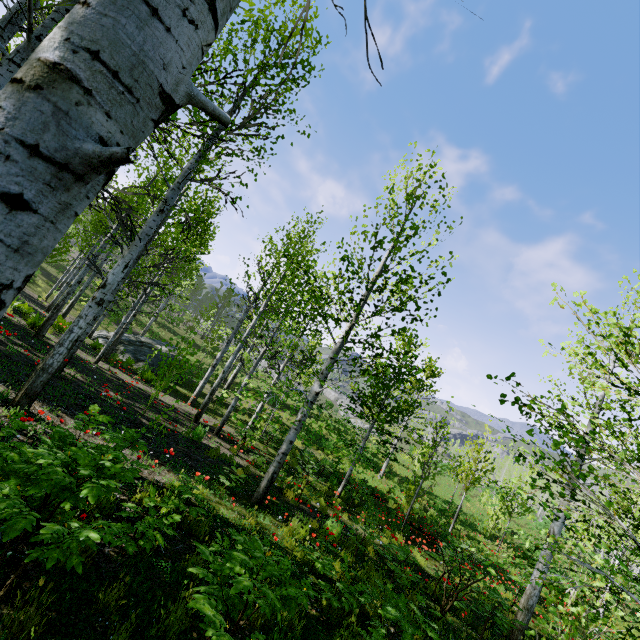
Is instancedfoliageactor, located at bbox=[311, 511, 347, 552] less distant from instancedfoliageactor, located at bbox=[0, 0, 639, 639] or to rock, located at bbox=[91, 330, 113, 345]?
instancedfoliageactor, located at bbox=[0, 0, 639, 639]

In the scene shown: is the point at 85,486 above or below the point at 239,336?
below

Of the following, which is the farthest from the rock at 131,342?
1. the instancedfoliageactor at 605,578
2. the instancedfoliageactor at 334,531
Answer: the instancedfoliageactor at 334,531

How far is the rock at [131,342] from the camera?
17.83m

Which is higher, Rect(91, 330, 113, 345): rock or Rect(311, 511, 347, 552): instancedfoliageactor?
Rect(311, 511, 347, 552): instancedfoliageactor

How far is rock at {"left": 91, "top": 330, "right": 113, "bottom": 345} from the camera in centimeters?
1819cm

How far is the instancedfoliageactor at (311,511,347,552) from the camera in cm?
546

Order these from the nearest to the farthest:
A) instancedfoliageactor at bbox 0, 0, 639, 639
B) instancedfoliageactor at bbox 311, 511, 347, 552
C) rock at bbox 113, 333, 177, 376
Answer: instancedfoliageactor at bbox 0, 0, 639, 639 → instancedfoliageactor at bbox 311, 511, 347, 552 → rock at bbox 113, 333, 177, 376
